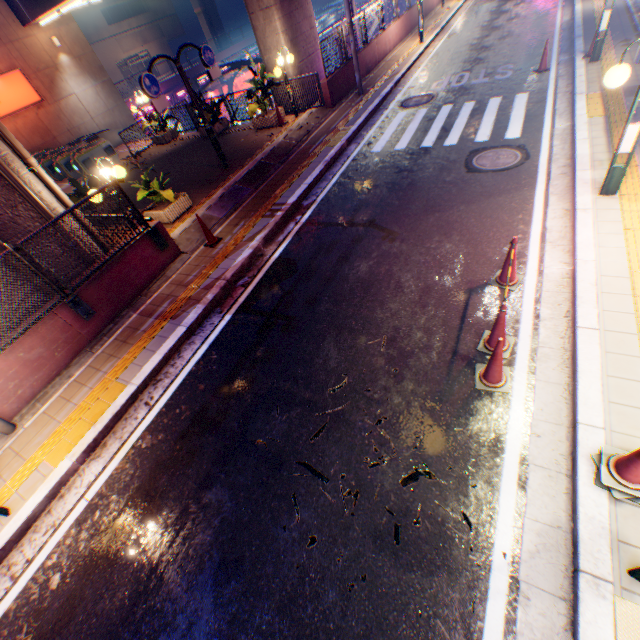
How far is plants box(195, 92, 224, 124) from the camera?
14.1m

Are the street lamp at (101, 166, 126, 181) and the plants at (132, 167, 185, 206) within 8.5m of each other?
yes

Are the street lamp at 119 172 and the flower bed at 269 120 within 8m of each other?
yes

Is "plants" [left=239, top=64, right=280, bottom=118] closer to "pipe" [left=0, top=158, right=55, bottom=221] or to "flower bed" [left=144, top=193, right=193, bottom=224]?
"flower bed" [left=144, top=193, right=193, bottom=224]

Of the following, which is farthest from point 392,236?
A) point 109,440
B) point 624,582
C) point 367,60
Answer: point 367,60

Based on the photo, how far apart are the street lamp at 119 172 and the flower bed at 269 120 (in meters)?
7.47

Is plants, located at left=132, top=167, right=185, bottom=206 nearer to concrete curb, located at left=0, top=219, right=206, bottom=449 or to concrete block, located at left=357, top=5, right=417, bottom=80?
concrete curb, located at left=0, top=219, right=206, bottom=449

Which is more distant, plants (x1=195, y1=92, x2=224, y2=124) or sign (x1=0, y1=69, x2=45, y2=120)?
sign (x1=0, y1=69, x2=45, y2=120)
